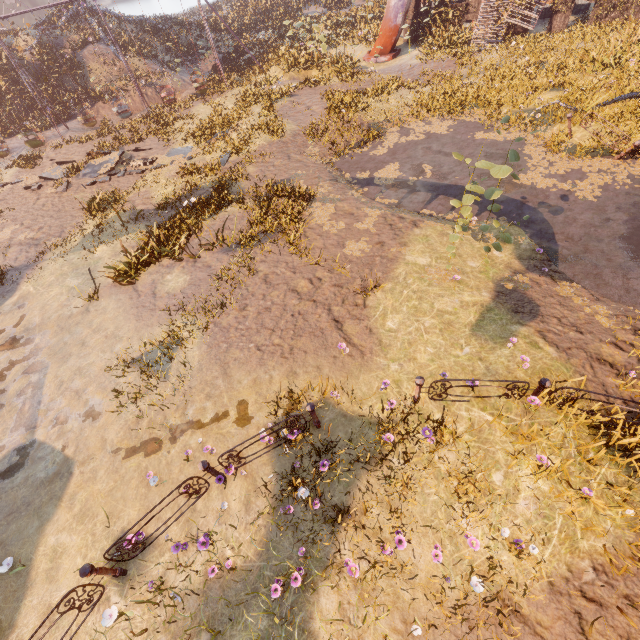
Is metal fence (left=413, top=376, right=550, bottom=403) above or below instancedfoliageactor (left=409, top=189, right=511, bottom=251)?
below

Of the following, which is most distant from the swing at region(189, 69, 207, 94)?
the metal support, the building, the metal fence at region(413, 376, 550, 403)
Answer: the metal fence at region(413, 376, 550, 403)

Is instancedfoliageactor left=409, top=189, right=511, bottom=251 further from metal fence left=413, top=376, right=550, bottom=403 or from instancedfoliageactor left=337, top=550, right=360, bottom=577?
instancedfoliageactor left=337, top=550, right=360, bottom=577

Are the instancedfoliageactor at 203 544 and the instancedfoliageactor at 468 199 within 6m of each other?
no

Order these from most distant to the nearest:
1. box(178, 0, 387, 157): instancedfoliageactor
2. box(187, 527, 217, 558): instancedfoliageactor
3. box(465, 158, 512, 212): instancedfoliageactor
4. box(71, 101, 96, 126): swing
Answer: box(71, 101, 96, 126): swing → box(178, 0, 387, 157): instancedfoliageactor → box(465, 158, 512, 212): instancedfoliageactor → box(187, 527, 217, 558): instancedfoliageactor

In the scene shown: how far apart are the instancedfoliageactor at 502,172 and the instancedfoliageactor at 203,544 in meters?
9.1

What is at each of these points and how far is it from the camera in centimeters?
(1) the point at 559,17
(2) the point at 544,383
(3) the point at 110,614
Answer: (1) building, 1909cm
(2) metal fence, 525cm
(3) instancedfoliageactor, 469cm

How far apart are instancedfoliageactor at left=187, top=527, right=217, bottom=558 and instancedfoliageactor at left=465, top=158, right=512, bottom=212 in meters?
9.1 m
